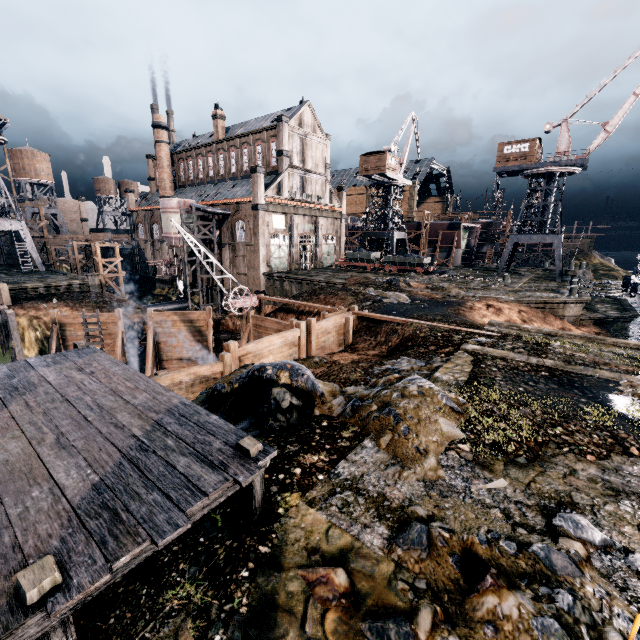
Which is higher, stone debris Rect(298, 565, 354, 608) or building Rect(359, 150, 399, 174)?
building Rect(359, 150, 399, 174)

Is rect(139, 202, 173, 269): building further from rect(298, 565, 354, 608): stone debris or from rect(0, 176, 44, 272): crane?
rect(298, 565, 354, 608): stone debris

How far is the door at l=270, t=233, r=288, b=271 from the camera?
45.04m

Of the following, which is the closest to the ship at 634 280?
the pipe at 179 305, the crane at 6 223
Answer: the crane at 6 223

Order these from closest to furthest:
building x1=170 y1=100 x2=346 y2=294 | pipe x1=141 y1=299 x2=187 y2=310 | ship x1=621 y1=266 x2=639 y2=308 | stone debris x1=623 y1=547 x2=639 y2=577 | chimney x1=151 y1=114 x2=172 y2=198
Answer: stone debris x1=623 y1=547 x2=639 y2=577 → ship x1=621 y1=266 x2=639 y2=308 → building x1=170 y1=100 x2=346 y2=294 → pipe x1=141 y1=299 x2=187 y2=310 → chimney x1=151 y1=114 x2=172 y2=198

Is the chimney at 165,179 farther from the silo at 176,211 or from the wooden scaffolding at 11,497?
the wooden scaffolding at 11,497

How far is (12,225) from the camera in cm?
4194

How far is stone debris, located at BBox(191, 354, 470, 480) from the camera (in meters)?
7.58
